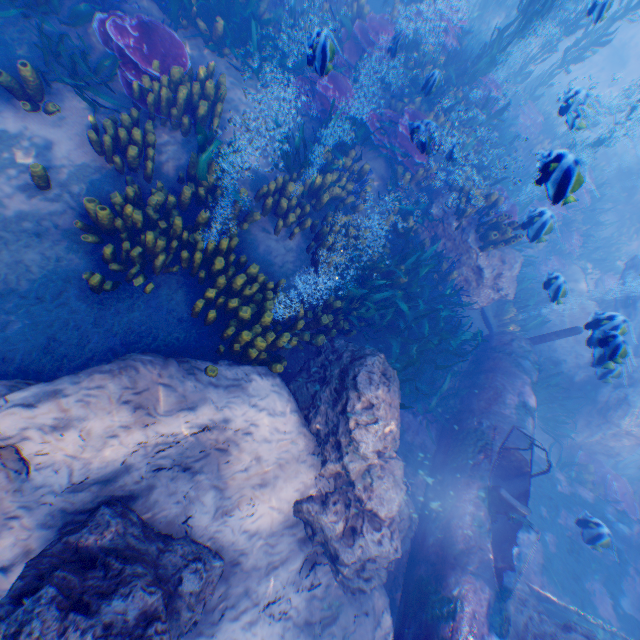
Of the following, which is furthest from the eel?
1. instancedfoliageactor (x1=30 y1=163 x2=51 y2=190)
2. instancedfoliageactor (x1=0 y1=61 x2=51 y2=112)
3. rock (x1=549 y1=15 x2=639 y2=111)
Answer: instancedfoliageactor (x1=0 y1=61 x2=51 y2=112)

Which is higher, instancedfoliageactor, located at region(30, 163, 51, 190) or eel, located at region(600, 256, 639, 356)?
eel, located at region(600, 256, 639, 356)

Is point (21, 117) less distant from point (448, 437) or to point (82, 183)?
point (82, 183)

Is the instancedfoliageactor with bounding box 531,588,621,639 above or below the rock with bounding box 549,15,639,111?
below

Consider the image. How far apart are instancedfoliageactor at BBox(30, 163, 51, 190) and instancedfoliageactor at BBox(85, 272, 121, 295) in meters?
1.4

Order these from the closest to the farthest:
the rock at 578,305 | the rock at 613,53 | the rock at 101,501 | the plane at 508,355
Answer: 1. the rock at 101,501
2. the plane at 508,355
3. the rock at 578,305
4. the rock at 613,53

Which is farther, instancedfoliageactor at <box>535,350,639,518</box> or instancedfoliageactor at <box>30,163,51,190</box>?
instancedfoliageactor at <box>535,350,639,518</box>

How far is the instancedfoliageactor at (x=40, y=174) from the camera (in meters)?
3.96
